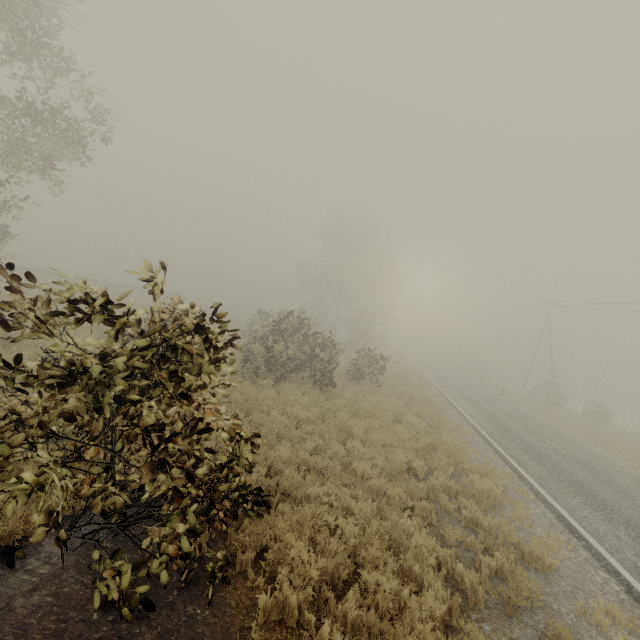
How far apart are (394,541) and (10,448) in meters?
5.5 m

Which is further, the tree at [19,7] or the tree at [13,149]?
the tree at [13,149]

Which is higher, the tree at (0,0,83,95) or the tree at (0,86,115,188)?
the tree at (0,0,83,95)

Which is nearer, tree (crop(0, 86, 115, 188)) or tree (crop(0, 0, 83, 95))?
tree (crop(0, 0, 83, 95))

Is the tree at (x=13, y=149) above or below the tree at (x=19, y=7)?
below
